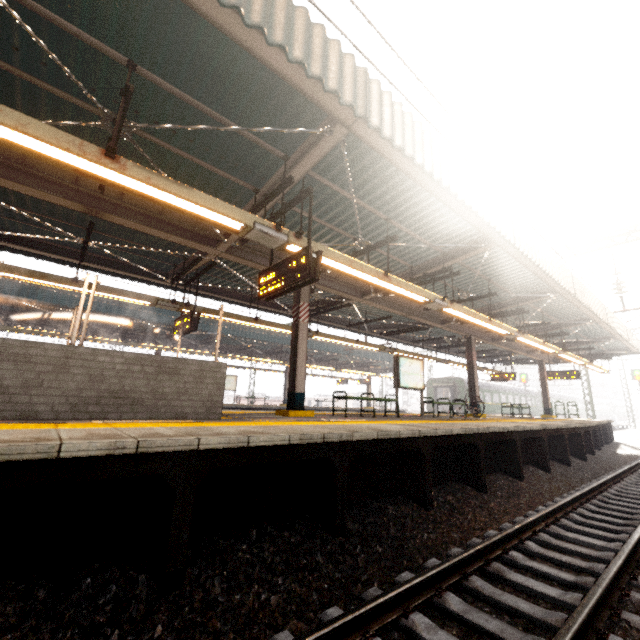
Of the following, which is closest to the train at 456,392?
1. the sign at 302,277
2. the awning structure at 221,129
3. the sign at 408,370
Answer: the awning structure at 221,129

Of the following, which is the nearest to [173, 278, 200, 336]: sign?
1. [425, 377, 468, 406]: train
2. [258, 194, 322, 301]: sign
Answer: [258, 194, 322, 301]: sign

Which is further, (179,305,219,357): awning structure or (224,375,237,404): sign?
(224,375,237,404): sign

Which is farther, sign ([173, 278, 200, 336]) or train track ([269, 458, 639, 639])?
sign ([173, 278, 200, 336])

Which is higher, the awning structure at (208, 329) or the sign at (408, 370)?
the awning structure at (208, 329)

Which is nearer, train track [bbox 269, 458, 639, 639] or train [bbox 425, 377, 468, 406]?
train track [bbox 269, 458, 639, 639]

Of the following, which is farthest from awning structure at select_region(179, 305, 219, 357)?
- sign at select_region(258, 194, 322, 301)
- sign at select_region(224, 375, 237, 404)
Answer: sign at select_region(258, 194, 322, 301)

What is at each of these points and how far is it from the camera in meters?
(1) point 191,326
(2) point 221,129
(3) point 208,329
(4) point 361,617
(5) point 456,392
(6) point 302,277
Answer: (1) sign, 8.7 m
(2) awning structure, 4.4 m
(3) awning structure, 17.7 m
(4) train track, 2.5 m
(5) train, 29.8 m
(6) sign, 4.9 m
